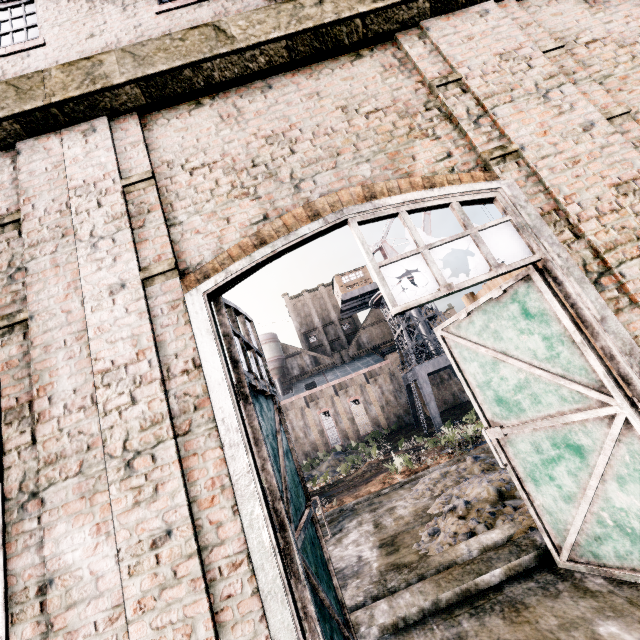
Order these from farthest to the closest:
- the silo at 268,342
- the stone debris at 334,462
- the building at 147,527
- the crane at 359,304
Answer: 1. the silo at 268,342
2. the crane at 359,304
3. the stone debris at 334,462
4. the building at 147,527

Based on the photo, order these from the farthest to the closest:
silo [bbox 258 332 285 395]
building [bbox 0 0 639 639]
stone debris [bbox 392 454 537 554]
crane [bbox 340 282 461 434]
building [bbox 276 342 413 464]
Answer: silo [bbox 258 332 285 395], building [bbox 276 342 413 464], crane [bbox 340 282 461 434], stone debris [bbox 392 454 537 554], building [bbox 0 0 639 639]

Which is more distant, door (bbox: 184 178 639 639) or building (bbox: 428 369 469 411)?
building (bbox: 428 369 469 411)

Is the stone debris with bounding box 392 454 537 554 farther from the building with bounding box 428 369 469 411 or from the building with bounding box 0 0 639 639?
the building with bounding box 428 369 469 411

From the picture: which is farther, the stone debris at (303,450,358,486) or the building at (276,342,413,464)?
the building at (276,342,413,464)

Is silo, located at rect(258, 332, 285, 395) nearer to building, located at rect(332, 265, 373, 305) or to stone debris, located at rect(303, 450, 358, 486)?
building, located at rect(332, 265, 373, 305)

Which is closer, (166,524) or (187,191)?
(166,524)

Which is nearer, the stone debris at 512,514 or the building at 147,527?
the building at 147,527
